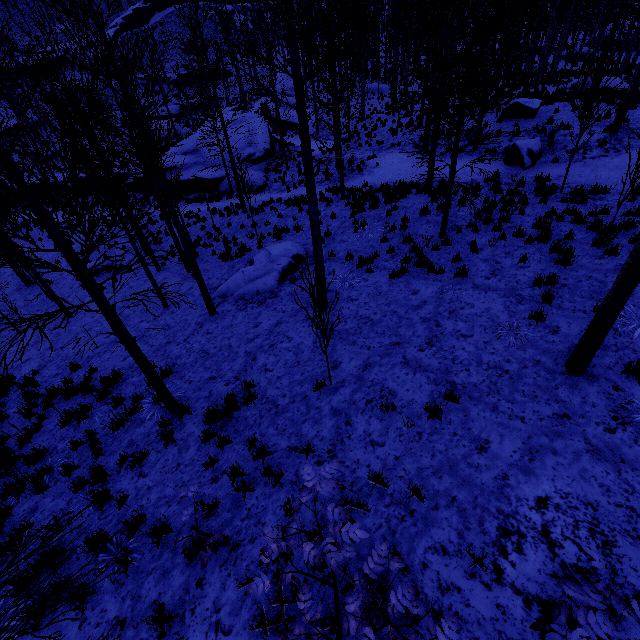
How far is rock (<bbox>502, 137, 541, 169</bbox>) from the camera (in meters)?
13.46

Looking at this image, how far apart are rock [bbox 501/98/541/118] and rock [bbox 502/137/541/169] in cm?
364

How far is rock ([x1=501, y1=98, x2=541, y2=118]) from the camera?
16.2 meters

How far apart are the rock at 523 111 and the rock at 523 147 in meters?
3.6 m

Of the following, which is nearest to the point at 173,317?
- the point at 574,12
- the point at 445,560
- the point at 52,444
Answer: the point at 52,444

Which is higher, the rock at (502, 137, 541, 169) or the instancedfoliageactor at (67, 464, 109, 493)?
the rock at (502, 137, 541, 169)

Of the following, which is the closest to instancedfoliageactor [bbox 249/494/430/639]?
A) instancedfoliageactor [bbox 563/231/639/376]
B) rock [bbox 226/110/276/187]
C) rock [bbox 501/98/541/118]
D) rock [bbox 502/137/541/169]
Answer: instancedfoliageactor [bbox 563/231/639/376]

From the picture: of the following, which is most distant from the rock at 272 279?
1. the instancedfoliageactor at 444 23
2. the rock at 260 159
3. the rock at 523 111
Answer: the rock at 523 111
